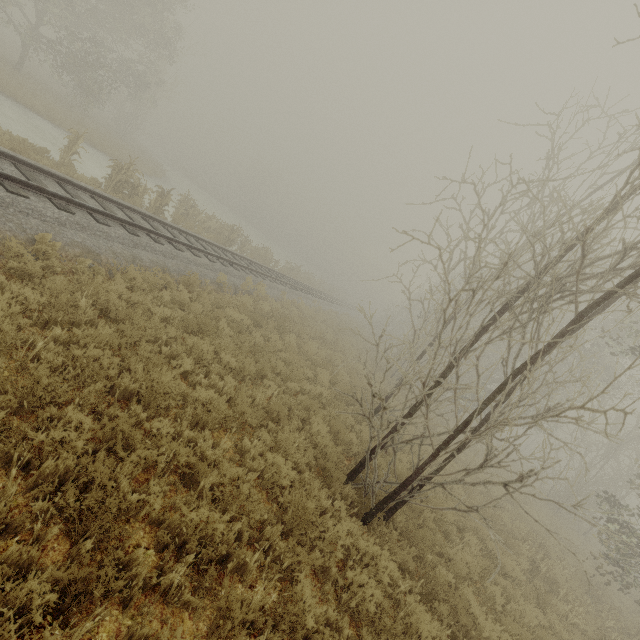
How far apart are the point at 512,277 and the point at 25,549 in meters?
24.2 m

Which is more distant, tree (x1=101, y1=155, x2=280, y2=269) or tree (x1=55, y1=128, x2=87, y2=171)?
tree (x1=101, y1=155, x2=280, y2=269)

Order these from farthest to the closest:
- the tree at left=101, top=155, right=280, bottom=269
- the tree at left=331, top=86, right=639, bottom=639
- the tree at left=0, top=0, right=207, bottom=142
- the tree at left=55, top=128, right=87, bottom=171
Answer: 1. the tree at left=0, top=0, right=207, bottom=142
2. the tree at left=101, top=155, right=280, bottom=269
3. the tree at left=55, top=128, right=87, bottom=171
4. the tree at left=331, top=86, right=639, bottom=639

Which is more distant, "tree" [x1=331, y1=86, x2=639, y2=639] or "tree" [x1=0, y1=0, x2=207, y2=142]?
"tree" [x1=0, y1=0, x2=207, y2=142]

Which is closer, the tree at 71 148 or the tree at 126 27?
the tree at 71 148

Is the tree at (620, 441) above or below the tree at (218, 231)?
above

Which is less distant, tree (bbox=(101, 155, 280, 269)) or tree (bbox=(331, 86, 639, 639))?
tree (bbox=(331, 86, 639, 639))
